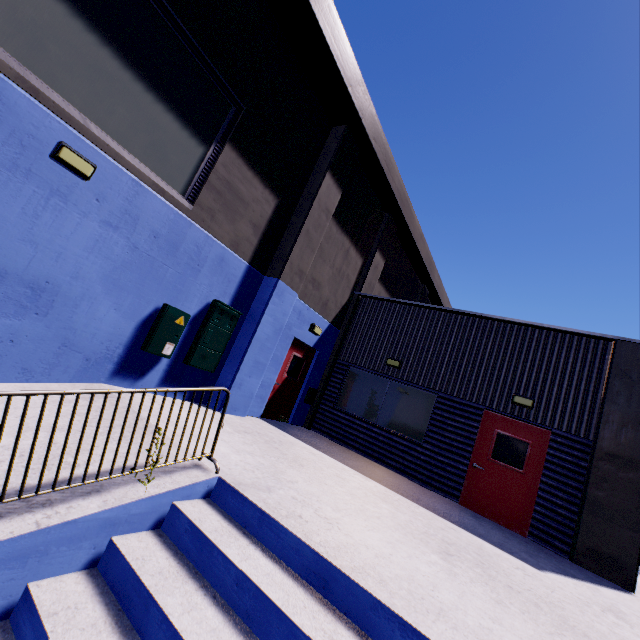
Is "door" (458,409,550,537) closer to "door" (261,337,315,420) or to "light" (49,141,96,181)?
"door" (261,337,315,420)

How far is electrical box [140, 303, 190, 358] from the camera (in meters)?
6.20

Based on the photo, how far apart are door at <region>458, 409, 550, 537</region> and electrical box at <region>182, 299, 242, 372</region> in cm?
686

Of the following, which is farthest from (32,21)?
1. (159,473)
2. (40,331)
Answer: (159,473)

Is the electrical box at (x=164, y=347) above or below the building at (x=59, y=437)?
above

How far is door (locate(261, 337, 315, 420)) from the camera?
9.4m

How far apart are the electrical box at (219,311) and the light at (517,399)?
7.2m

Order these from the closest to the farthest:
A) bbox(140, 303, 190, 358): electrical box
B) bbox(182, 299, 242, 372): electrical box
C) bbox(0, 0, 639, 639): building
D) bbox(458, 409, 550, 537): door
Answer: bbox(0, 0, 639, 639): building < bbox(140, 303, 190, 358): electrical box < bbox(182, 299, 242, 372): electrical box < bbox(458, 409, 550, 537): door
